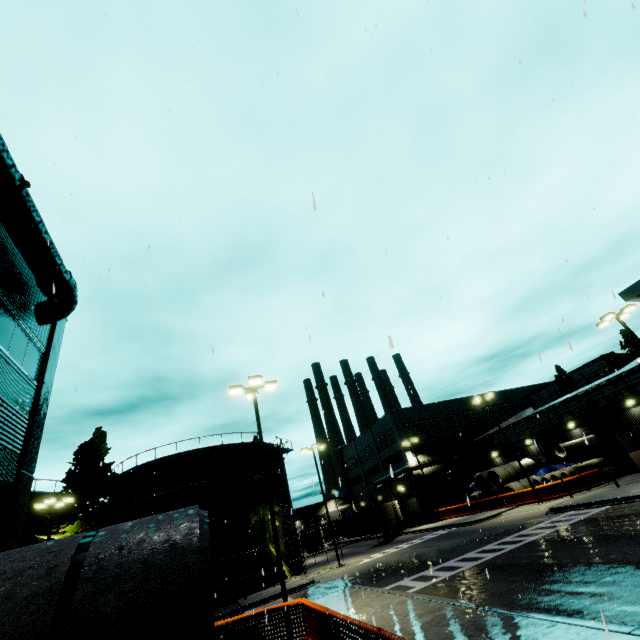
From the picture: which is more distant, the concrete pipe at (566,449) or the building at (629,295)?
the concrete pipe at (566,449)

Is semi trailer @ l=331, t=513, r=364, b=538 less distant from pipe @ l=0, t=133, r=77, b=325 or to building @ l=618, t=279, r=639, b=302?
building @ l=618, t=279, r=639, b=302

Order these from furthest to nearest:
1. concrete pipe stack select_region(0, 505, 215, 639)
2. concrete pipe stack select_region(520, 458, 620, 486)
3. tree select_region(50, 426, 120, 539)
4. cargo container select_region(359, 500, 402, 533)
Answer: cargo container select_region(359, 500, 402, 533)
concrete pipe stack select_region(520, 458, 620, 486)
tree select_region(50, 426, 120, 539)
concrete pipe stack select_region(0, 505, 215, 639)

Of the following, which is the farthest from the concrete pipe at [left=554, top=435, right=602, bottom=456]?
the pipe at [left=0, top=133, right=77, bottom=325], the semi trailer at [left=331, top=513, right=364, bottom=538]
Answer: the pipe at [left=0, top=133, right=77, bottom=325]

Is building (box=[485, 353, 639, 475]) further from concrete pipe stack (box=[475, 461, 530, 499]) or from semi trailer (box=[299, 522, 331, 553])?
semi trailer (box=[299, 522, 331, 553])

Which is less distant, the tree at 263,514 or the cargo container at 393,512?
the tree at 263,514

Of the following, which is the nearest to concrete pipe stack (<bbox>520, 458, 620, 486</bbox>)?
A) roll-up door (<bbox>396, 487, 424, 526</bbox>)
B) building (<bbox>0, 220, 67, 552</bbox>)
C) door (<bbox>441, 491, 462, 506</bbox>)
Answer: building (<bbox>0, 220, 67, 552</bbox>)

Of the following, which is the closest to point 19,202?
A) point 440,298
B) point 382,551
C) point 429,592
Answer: point 440,298
